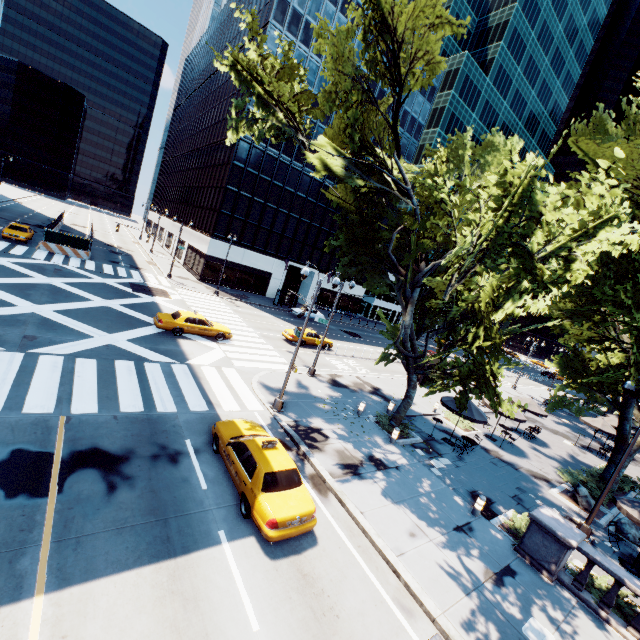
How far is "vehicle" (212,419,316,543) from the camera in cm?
877

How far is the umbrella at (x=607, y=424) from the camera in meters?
26.6 m

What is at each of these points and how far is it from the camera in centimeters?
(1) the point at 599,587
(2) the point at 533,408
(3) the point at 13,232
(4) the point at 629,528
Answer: (1) bush, 1120cm
(2) umbrella, 2497cm
(3) vehicle, 3122cm
(4) rock, 1570cm

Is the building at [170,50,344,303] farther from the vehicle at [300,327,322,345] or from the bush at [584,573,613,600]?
the bush at [584,573,613,600]

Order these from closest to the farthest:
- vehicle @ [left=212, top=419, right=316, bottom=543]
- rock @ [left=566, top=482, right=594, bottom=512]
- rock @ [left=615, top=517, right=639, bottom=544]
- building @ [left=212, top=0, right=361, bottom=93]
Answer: vehicle @ [left=212, top=419, right=316, bottom=543] < rock @ [left=615, top=517, right=639, bottom=544] < rock @ [left=566, top=482, right=594, bottom=512] < building @ [left=212, top=0, right=361, bottom=93]

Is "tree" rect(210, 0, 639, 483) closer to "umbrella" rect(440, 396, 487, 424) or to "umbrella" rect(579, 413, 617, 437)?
"umbrella" rect(440, 396, 487, 424)

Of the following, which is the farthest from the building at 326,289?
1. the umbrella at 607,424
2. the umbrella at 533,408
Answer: the umbrella at 607,424

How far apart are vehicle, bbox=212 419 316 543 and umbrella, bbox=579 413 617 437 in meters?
28.9 m
